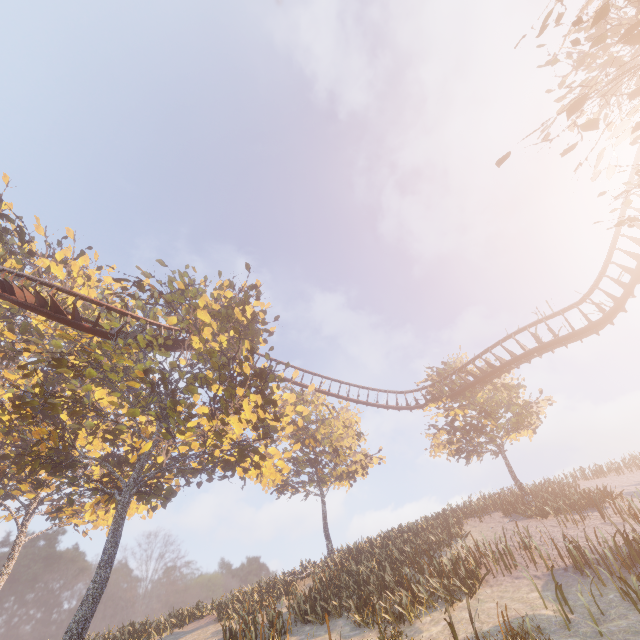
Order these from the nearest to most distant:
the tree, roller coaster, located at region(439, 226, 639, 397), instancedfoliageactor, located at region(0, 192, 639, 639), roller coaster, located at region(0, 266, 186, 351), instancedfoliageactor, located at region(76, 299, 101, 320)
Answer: the tree, instancedfoliageactor, located at region(0, 192, 639, 639), roller coaster, located at region(0, 266, 186, 351), instancedfoliageactor, located at region(76, 299, 101, 320), roller coaster, located at region(439, 226, 639, 397)

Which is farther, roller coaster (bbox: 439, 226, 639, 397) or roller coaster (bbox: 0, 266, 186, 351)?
roller coaster (bbox: 439, 226, 639, 397)

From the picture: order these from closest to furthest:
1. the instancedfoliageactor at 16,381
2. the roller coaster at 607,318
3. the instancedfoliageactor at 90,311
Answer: the instancedfoliageactor at 16,381 → the instancedfoliageactor at 90,311 → the roller coaster at 607,318

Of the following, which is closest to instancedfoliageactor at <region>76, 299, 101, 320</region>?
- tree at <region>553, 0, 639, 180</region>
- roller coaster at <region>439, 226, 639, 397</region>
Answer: roller coaster at <region>439, 226, 639, 397</region>

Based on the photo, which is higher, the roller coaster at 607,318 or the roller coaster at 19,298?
the roller coaster at 19,298

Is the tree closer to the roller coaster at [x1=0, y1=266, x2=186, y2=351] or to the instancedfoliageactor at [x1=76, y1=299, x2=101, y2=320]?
the roller coaster at [x1=0, y1=266, x2=186, y2=351]

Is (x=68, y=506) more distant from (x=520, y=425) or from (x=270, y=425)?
(x=520, y=425)
